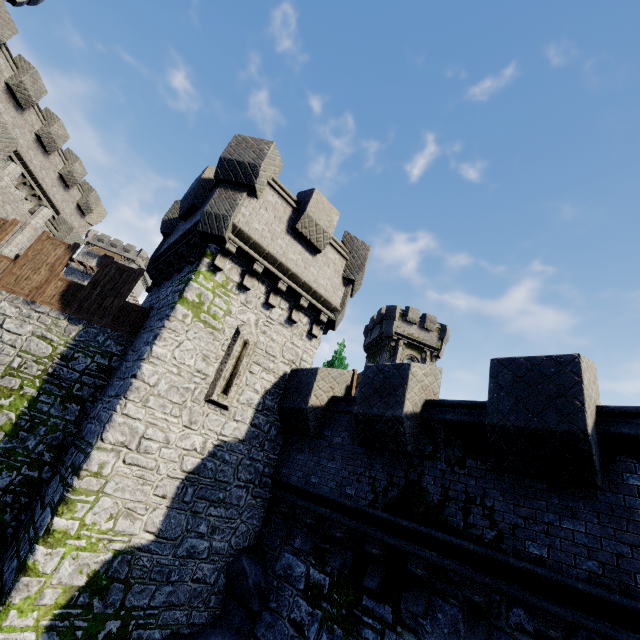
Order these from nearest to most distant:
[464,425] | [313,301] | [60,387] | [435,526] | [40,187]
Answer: [435,526] → [464,425] → [60,387] → [313,301] → [40,187]

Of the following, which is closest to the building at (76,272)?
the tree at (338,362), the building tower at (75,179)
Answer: the building tower at (75,179)

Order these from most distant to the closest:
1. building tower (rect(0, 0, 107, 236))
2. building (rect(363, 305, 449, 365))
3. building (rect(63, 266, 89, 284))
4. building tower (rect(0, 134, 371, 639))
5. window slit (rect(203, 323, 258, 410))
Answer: building (rect(63, 266, 89, 284))
building (rect(363, 305, 449, 365))
building tower (rect(0, 0, 107, 236))
window slit (rect(203, 323, 258, 410))
building tower (rect(0, 134, 371, 639))

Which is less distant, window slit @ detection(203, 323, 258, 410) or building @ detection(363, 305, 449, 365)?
window slit @ detection(203, 323, 258, 410)

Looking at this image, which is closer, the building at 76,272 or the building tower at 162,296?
the building tower at 162,296

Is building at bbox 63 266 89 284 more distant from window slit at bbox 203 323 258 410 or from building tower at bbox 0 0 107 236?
window slit at bbox 203 323 258 410

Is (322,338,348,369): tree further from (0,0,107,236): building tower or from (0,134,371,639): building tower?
(0,0,107,236): building tower

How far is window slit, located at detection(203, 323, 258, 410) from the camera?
8.5m
